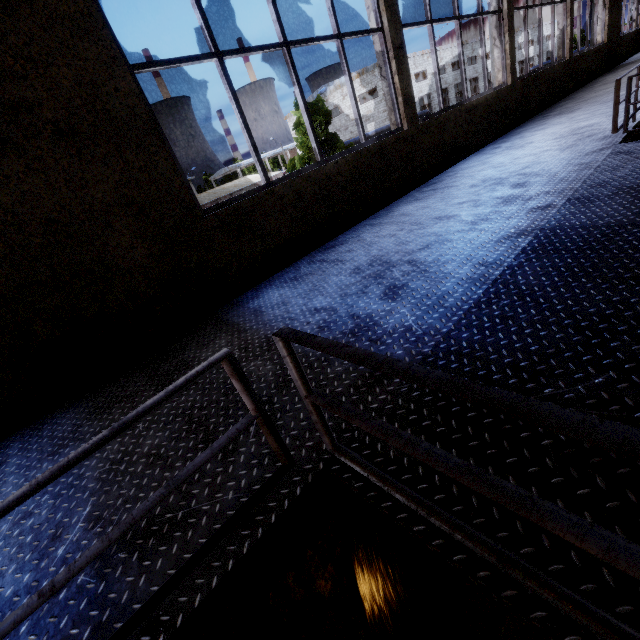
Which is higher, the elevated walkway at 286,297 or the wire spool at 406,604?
the elevated walkway at 286,297

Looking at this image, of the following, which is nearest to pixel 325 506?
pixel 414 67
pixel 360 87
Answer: pixel 360 87

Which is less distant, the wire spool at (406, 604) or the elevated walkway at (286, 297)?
the elevated walkway at (286, 297)

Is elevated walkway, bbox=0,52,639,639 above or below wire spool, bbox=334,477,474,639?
above

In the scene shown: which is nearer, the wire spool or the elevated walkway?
the elevated walkway
